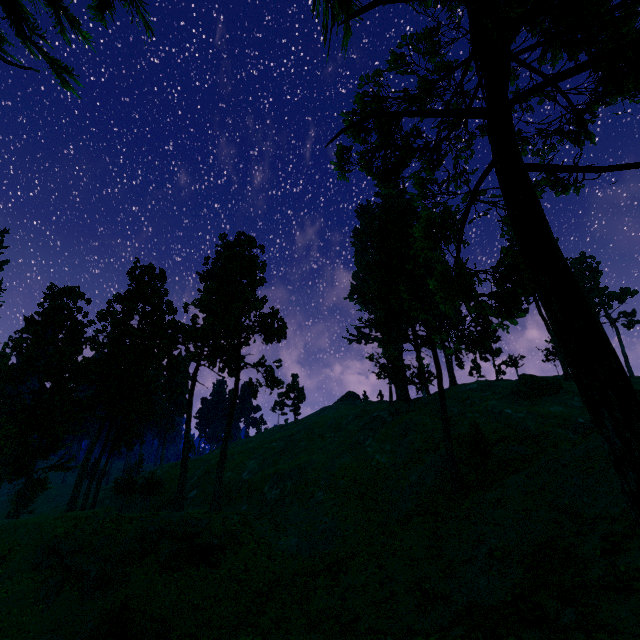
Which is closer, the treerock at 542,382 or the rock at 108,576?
the rock at 108,576

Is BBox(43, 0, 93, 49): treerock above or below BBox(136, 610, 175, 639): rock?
above

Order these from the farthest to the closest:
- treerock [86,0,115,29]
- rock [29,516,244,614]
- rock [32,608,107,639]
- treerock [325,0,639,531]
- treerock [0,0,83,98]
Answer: rock [29,516,244,614] → rock [32,608,107,639] → treerock [86,0,115,29] → treerock [0,0,83,98] → treerock [325,0,639,531]

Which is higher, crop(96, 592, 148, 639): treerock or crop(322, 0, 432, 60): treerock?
crop(322, 0, 432, 60): treerock

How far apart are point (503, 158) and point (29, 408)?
72.12m

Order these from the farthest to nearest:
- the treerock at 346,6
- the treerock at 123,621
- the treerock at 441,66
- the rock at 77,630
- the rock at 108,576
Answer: the rock at 108,576 → the rock at 77,630 → the treerock at 123,621 → the treerock at 346,6 → the treerock at 441,66
